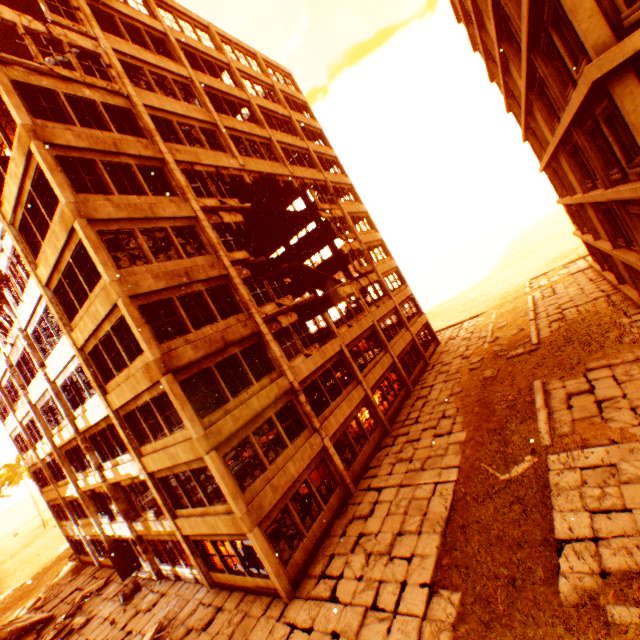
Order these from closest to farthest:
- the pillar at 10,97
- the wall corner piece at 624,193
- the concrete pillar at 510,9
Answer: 1. the wall corner piece at 624,193
2. the pillar at 10,97
3. the concrete pillar at 510,9

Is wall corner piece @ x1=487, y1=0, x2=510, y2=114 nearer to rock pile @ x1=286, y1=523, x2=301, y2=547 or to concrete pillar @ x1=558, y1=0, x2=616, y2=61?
concrete pillar @ x1=558, y1=0, x2=616, y2=61

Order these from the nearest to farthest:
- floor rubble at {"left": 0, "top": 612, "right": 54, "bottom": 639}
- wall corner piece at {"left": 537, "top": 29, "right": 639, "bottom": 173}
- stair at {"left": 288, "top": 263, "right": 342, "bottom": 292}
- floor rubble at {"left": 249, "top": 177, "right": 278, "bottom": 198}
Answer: wall corner piece at {"left": 537, "top": 29, "right": 639, "bottom": 173} → floor rubble at {"left": 0, "top": 612, "right": 54, "bottom": 639} → floor rubble at {"left": 249, "top": 177, "right": 278, "bottom": 198} → stair at {"left": 288, "top": 263, "right": 342, "bottom": 292}

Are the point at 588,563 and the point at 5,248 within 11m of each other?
no

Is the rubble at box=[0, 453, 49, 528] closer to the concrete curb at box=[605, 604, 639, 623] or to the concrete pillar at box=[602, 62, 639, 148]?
the concrete pillar at box=[602, 62, 639, 148]

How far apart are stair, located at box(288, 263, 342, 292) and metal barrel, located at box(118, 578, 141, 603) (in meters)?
19.70

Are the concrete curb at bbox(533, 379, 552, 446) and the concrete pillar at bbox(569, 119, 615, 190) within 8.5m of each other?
yes

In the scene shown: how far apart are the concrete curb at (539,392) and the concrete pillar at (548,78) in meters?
10.8 m
